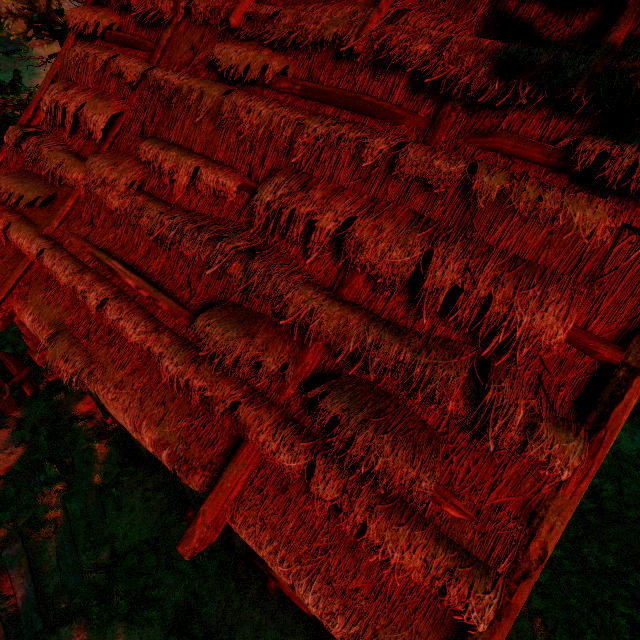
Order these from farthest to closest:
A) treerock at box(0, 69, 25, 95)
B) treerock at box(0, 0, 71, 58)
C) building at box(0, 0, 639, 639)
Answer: treerock at box(0, 0, 71, 58), treerock at box(0, 69, 25, 95), building at box(0, 0, 639, 639)

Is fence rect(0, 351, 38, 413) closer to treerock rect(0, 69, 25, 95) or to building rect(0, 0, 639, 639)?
building rect(0, 0, 639, 639)

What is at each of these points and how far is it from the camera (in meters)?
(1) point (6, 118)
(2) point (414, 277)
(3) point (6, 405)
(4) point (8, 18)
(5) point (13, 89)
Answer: (1) treerock, 5.79
(2) building, 2.76
(3) fence, 6.47
(4) treerock, 12.82
(5) treerock, 8.70

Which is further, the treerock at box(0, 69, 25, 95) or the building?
the treerock at box(0, 69, 25, 95)

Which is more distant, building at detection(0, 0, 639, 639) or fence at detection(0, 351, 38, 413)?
fence at detection(0, 351, 38, 413)

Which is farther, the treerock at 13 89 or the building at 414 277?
the treerock at 13 89

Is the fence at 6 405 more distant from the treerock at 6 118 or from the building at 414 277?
the treerock at 6 118
